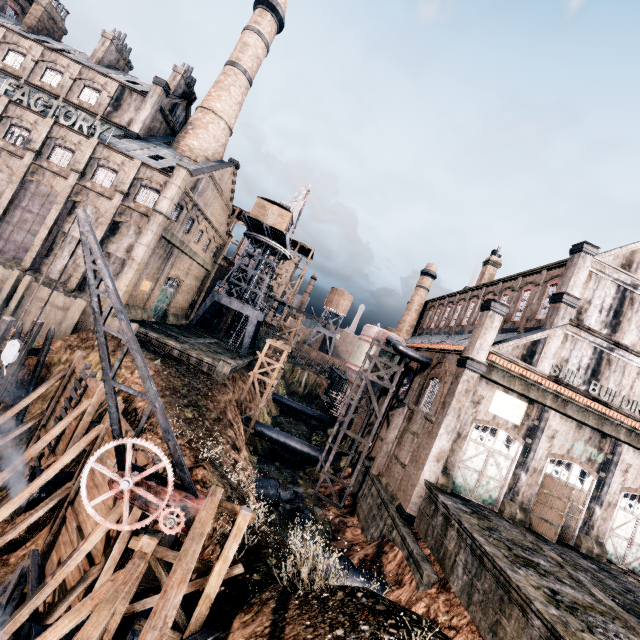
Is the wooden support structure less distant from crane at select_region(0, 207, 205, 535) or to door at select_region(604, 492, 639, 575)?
crane at select_region(0, 207, 205, 535)

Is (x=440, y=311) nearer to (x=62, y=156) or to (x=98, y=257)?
(x=98, y=257)

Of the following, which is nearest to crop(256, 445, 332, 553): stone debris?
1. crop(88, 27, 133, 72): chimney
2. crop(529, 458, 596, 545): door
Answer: crop(529, 458, 596, 545): door

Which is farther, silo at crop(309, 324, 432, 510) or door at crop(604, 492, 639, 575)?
silo at crop(309, 324, 432, 510)

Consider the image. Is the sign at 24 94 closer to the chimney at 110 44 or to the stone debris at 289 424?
the chimney at 110 44

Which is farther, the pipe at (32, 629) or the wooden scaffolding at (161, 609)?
the pipe at (32, 629)

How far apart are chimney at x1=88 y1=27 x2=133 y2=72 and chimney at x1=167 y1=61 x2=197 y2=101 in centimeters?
759cm

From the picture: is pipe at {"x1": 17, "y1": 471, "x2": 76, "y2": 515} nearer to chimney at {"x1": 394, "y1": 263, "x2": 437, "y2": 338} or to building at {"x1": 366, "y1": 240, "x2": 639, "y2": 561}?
building at {"x1": 366, "y1": 240, "x2": 639, "y2": 561}
